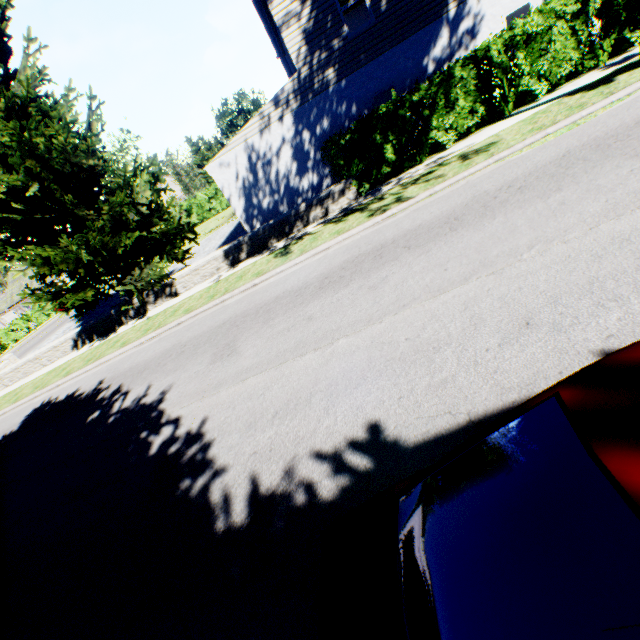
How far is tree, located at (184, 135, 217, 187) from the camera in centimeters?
5019cm

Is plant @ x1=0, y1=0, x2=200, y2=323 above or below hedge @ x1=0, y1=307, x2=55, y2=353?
above

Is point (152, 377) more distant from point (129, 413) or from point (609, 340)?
point (609, 340)

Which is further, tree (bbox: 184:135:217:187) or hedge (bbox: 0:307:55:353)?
tree (bbox: 184:135:217:187)

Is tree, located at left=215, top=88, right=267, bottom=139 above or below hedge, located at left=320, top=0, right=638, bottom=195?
above

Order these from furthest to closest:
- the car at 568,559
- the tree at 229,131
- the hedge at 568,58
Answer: Answer:
the tree at 229,131
the hedge at 568,58
the car at 568,559

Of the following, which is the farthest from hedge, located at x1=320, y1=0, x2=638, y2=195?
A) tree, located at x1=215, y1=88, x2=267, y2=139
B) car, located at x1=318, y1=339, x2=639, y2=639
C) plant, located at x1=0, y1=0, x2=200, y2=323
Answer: tree, located at x1=215, y1=88, x2=267, y2=139

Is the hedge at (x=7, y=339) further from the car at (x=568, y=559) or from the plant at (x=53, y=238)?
the car at (x=568, y=559)
